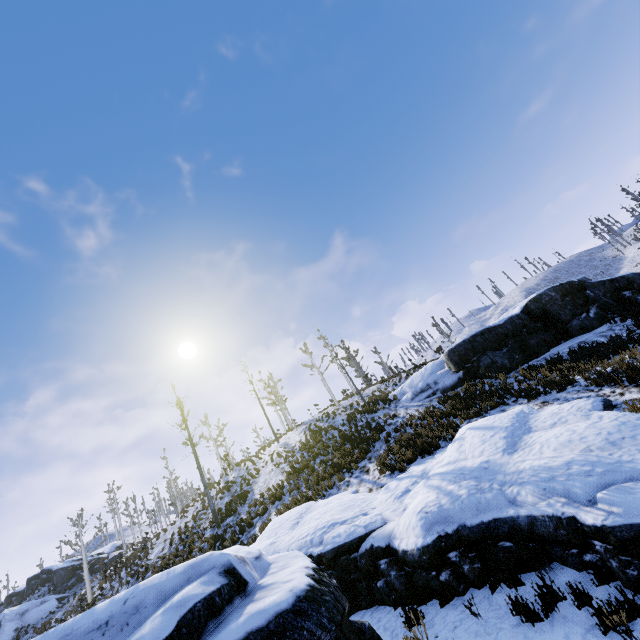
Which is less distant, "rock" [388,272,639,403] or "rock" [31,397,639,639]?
"rock" [31,397,639,639]

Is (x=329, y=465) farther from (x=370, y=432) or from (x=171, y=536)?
(x=171, y=536)

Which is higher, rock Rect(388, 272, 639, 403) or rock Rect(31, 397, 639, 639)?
rock Rect(388, 272, 639, 403)

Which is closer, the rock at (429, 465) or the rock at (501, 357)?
the rock at (429, 465)

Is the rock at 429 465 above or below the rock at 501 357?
below
